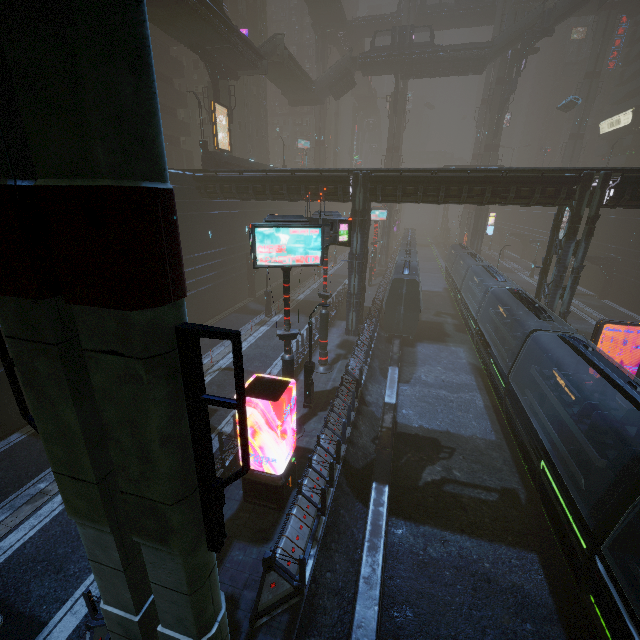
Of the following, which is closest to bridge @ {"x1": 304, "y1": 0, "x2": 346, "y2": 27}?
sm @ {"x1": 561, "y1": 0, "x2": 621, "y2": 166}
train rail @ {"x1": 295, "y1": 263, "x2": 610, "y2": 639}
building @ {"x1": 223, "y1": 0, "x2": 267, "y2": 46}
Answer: building @ {"x1": 223, "y1": 0, "x2": 267, "y2": 46}

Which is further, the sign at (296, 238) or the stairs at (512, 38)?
the stairs at (512, 38)

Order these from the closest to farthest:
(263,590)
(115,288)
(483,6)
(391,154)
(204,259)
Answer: (115,288)
(263,590)
(204,259)
(483,6)
(391,154)

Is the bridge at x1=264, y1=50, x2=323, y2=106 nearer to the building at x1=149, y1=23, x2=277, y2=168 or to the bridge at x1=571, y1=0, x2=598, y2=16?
Result: the building at x1=149, y1=23, x2=277, y2=168

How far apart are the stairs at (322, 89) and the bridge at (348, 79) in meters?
0.0 m

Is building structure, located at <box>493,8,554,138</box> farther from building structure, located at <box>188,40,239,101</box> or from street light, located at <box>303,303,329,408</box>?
street light, located at <box>303,303,329,408</box>

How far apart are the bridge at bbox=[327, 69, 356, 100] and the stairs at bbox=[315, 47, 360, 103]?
0.0 meters

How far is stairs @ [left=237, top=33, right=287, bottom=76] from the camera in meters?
34.1
